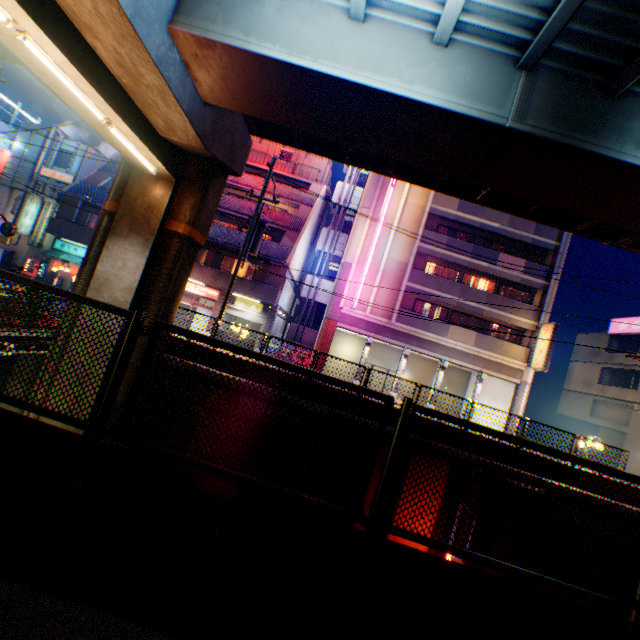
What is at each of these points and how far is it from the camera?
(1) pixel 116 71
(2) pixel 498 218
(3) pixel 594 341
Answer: (1) overpass support, 7.2m
(2) balcony, 24.2m
(3) building, 30.7m

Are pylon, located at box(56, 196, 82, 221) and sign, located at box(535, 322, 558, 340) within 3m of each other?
no

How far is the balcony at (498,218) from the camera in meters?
24.1

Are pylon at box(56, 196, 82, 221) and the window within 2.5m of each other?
no

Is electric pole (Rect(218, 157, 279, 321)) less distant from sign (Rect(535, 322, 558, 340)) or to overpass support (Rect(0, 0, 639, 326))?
overpass support (Rect(0, 0, 639, 326))

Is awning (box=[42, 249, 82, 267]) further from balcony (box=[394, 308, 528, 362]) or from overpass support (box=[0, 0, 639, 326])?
balcony (box=[394, 308, 528, 362])

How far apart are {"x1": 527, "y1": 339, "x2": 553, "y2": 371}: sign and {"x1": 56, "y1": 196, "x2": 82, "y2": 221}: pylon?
34.9m

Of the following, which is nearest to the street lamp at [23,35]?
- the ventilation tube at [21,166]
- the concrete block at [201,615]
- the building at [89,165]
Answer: the concrete block at [201,615]
